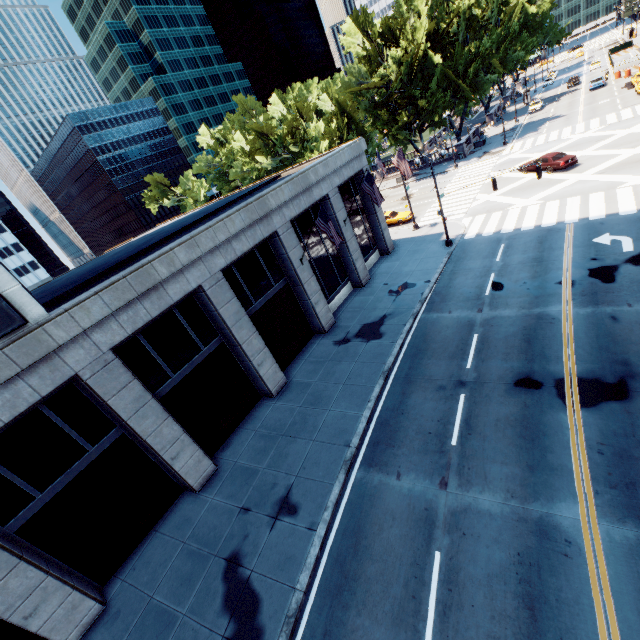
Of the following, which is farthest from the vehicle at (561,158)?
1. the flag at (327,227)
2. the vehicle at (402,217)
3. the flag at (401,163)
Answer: Answer: the flag at (327,227)

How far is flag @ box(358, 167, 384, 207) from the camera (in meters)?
20.86

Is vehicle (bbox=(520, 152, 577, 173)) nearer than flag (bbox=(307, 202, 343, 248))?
No

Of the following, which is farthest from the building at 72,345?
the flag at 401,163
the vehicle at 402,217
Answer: the vehicle at 402,217

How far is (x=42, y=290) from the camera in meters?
28.6

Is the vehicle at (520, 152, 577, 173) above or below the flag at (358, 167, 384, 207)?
below

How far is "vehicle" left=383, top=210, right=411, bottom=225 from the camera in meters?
34.7

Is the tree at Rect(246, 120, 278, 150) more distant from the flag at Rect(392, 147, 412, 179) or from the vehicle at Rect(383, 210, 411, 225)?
the flag at Rect(392, 147, 412, 179)
